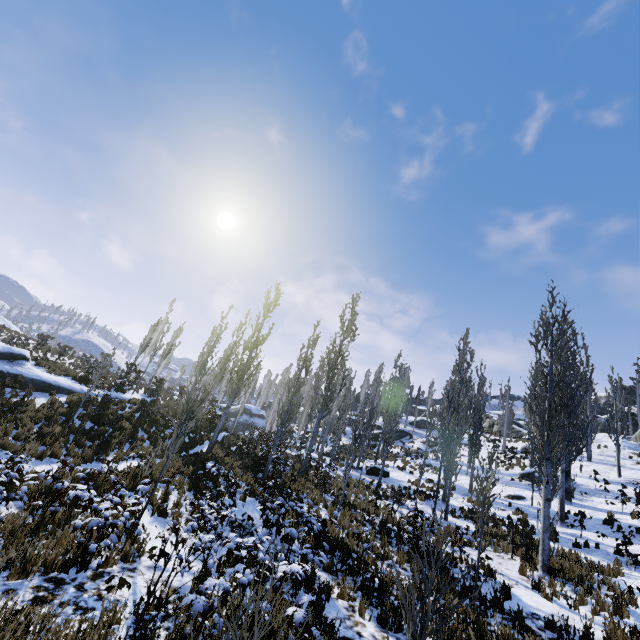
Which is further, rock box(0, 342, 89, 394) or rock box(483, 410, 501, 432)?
rock box(483, 410, 501, 432)

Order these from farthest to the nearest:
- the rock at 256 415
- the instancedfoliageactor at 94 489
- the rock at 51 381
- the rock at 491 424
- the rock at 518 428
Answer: the rock at 256 415 → the rock at 491 424 → the rock at 518 428 → the rock at 51 381 → the instancedfoliageactor at 94 489

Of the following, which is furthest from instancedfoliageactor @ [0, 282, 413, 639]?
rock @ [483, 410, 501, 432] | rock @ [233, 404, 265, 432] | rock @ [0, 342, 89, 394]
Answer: rock @ [483, 410, 501, 432]

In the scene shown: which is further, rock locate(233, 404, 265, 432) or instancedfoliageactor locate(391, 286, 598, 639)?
rock locate(233, 404, 265, 432)

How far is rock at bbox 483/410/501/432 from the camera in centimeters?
4597cm

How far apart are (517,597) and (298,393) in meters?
10.6 m

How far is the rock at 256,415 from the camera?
49.0m

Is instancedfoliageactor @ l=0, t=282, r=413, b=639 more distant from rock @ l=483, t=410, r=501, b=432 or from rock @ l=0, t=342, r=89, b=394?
rock @ l=483, t=410, r=501, b=432
